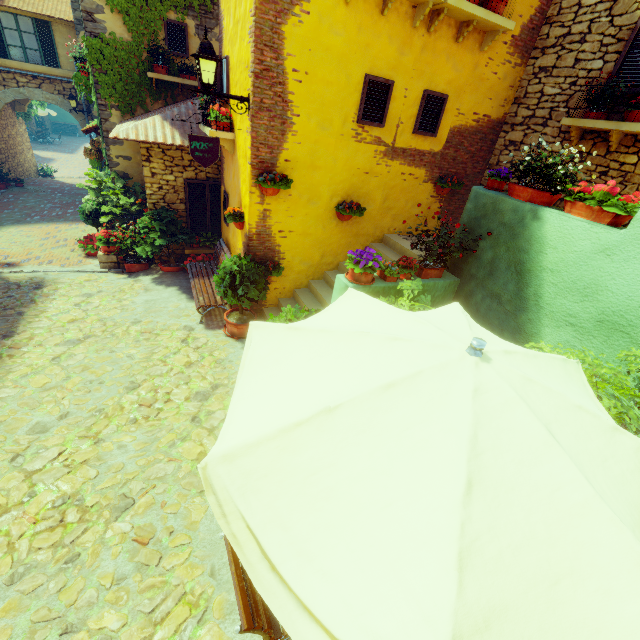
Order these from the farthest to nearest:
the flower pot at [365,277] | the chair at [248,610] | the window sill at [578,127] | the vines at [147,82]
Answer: the vines at [147,82], the window sill at [578,127], the flower pot at [365,277], the chair at [248,610]

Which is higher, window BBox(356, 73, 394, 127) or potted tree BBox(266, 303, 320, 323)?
window BBox(356, 73, 394, 127)

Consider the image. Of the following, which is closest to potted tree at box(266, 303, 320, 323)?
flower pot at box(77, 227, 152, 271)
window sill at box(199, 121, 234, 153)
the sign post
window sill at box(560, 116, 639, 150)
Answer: the sign post

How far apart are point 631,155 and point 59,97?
20.1m

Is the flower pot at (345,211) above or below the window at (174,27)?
below

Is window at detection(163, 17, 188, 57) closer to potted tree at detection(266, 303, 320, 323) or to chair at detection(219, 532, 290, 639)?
potted tree at detection(266, 303, 320, 323)

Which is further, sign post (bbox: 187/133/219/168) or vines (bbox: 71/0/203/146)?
vines (bbox: 71/0/203/146)

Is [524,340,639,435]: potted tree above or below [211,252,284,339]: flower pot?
above
